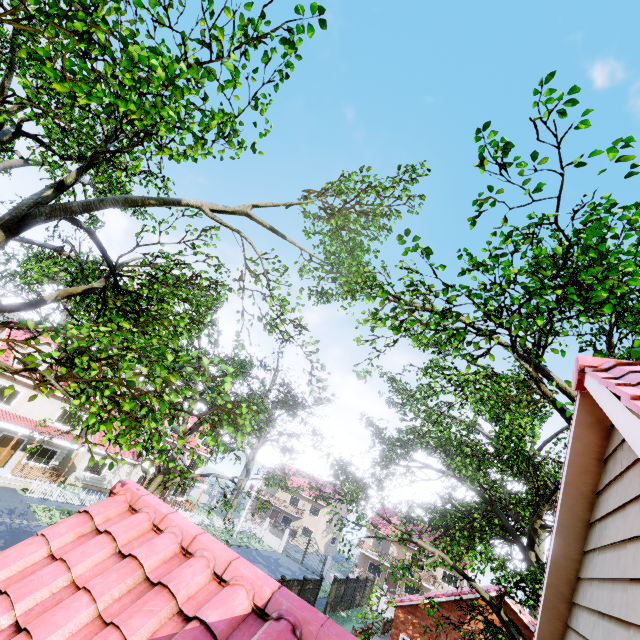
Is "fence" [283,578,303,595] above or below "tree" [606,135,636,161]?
below

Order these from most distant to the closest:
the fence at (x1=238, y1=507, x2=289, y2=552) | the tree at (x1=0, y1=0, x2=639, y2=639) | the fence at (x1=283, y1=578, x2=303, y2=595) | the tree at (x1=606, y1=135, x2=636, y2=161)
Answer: → the fence at (x1=238, y1=507, x2=289, y2=552) < the fence at (x1=283, y1=578, x2=303, y2=595) < the tree at (x1=606, y1=135, x2=636, y2=161) < the tree at (x1=0, y1=0, x2=639, y2=639)

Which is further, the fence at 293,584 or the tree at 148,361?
the fence at 293,584

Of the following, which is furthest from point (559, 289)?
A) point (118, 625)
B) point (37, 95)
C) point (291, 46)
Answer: point (37, 95)

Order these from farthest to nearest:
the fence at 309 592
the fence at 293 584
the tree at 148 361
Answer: the fence at 309 592, the fence at 293 584, the tree at 148 361

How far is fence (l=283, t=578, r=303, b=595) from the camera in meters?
20.1 m
